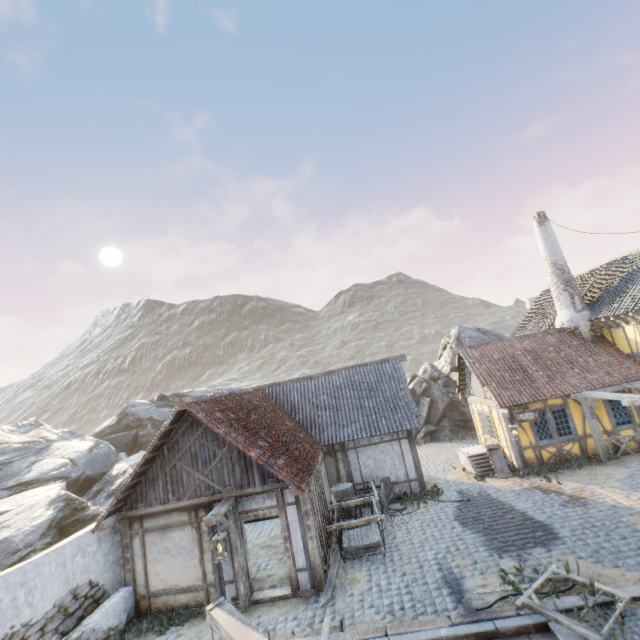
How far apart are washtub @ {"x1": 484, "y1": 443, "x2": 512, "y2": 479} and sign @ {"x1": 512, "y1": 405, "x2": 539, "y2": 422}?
2.0 meters

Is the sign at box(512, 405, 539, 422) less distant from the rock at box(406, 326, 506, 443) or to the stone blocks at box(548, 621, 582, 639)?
the stone blocks at box(548, 621, 582, 639)

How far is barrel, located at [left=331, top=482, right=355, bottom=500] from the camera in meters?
13.0 m

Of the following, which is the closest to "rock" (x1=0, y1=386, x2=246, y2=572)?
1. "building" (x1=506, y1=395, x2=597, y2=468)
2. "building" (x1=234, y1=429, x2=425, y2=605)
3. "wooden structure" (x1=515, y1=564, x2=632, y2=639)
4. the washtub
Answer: "building" (x1=234, y1=429, x2=425, y2=605)

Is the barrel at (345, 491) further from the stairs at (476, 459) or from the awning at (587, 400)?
the awning at (587, 400)

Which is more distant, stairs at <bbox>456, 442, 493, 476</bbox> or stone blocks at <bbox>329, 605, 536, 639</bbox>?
stairs at <bbox>456, 442, 493, 476</bbox>

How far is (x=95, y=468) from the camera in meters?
19.0

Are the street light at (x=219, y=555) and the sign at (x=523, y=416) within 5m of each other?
no
